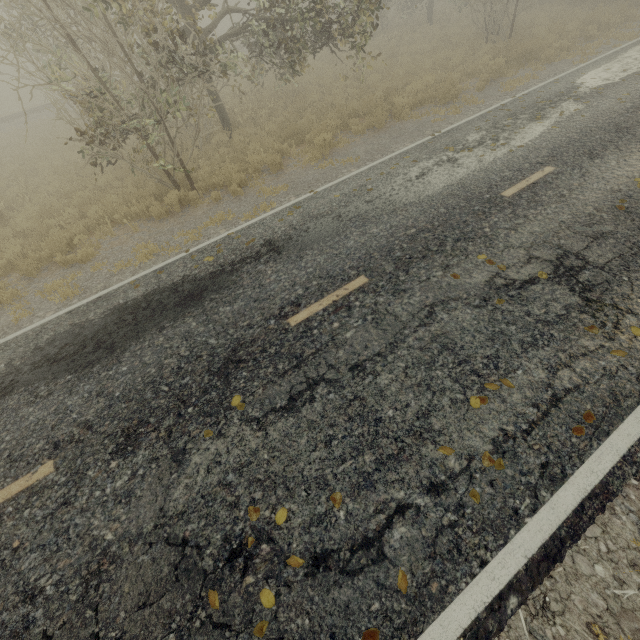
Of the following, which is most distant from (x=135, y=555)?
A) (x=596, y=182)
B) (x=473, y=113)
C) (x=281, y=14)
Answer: (x=473, y=113)

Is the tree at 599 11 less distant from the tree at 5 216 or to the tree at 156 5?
the tree at 156 5

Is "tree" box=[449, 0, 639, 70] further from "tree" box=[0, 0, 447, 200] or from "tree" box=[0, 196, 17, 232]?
"tree" box=[0, 196, 17, 232]

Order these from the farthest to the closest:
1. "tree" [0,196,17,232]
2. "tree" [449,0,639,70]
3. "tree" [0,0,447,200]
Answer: "tree" [449,0,639,70] < "tree" [0,196,17,232] < "tree" [0,0,447,200]

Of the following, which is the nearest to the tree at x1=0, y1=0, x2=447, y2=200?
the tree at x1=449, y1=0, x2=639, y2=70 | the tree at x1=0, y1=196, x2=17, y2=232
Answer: the tree at x1=0, y1=196, x2=17, y2=232

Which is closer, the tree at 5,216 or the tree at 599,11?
the tree at 5,216
